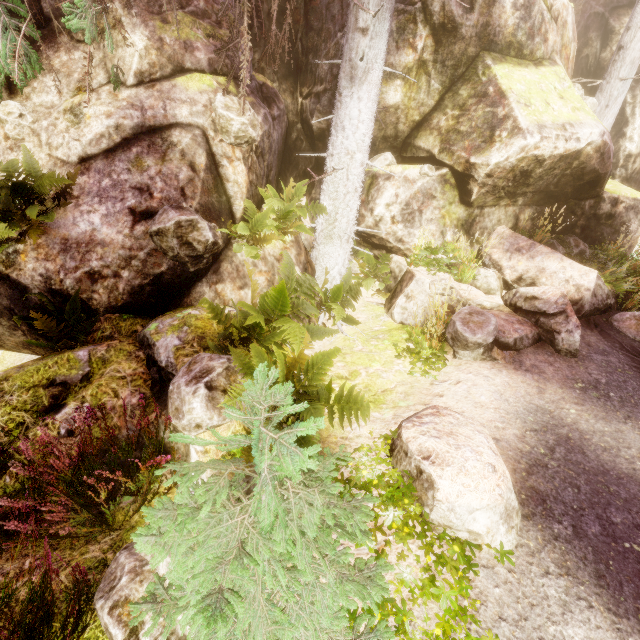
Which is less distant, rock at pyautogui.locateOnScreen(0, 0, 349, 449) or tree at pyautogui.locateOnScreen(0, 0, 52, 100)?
rock at pyautogui.locateOnScreen(0, 0, 349, 449)

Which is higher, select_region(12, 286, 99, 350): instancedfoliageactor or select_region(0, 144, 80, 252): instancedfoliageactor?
select_region(0, 144, 80, 252): instancedfoliageactor

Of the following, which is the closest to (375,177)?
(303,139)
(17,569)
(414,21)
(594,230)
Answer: (303,139)

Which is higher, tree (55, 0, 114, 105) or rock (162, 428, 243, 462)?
tree (55, 0, 114, 105)

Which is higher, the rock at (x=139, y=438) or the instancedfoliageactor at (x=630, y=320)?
the instancedfoliageactor at (x=630, y=320)

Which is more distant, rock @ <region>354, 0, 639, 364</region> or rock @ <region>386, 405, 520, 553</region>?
rock @ <region>354, 0, 639, 364</region>

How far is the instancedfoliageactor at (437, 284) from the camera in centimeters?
542cm
